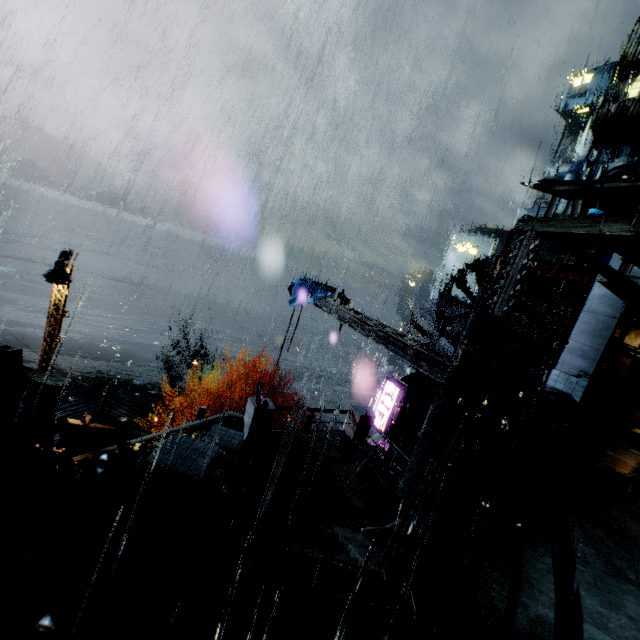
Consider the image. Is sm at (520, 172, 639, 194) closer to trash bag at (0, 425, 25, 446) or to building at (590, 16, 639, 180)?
trash bag at (0, 425, 25, 446)

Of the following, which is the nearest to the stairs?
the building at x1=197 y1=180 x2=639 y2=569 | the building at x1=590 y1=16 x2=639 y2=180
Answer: the building at x1=197 y1=180 x2=639 y2=569

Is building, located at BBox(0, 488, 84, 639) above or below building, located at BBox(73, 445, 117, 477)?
above

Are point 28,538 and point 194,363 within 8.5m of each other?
no

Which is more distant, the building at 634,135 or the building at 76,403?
the building at 634,135

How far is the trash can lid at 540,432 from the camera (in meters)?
9.70

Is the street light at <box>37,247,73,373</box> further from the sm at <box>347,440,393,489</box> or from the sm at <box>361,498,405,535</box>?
the sm at <box>361,498,405,535</box>

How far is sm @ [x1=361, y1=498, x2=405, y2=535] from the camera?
8.9m
